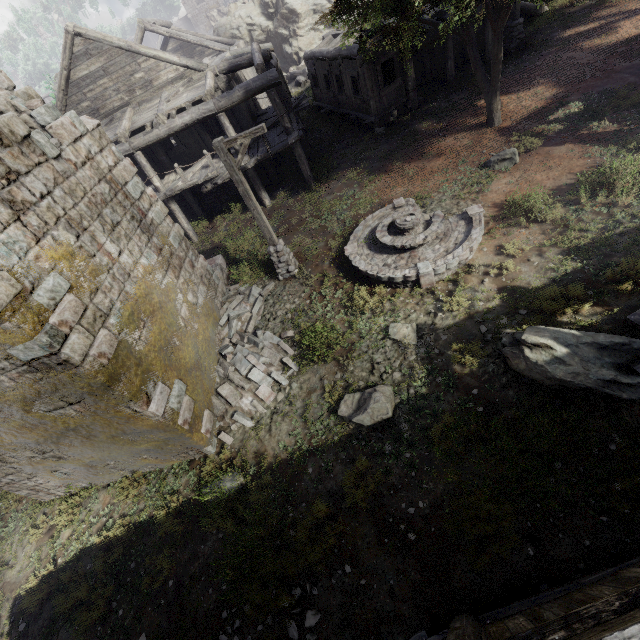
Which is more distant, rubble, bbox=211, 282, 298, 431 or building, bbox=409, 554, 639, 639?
rubble, bbox=211, 282, 298, 431

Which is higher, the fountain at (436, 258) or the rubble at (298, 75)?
the rubble at (298, 75)

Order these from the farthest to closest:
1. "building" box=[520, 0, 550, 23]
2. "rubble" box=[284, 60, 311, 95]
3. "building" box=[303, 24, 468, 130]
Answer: "rubble" box=[284, 60, 311, 95] < "building" box=[520, 0, 550, 23] < "building" box=[303, 24, 468, 130]

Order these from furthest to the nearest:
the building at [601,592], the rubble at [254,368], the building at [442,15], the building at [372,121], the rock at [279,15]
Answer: the rock at [279,15], the building at [372,121], the building at [442,15], the rubble at [254,368], the building at [601,592]

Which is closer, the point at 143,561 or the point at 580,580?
the point at 580,580

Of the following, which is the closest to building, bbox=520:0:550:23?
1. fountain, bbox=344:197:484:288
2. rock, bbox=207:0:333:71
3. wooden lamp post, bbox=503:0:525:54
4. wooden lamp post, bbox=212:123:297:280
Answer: rock, bbox=207:0:333:71

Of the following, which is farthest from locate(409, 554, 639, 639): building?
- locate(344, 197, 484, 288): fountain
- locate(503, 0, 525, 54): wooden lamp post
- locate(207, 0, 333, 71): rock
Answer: locate(344, 197, 484, 288): fountain

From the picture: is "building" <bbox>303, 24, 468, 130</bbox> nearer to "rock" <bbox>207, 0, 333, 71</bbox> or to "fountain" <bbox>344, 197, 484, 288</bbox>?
"rock" <bbox>207, 0, 333, 71</bbox>
